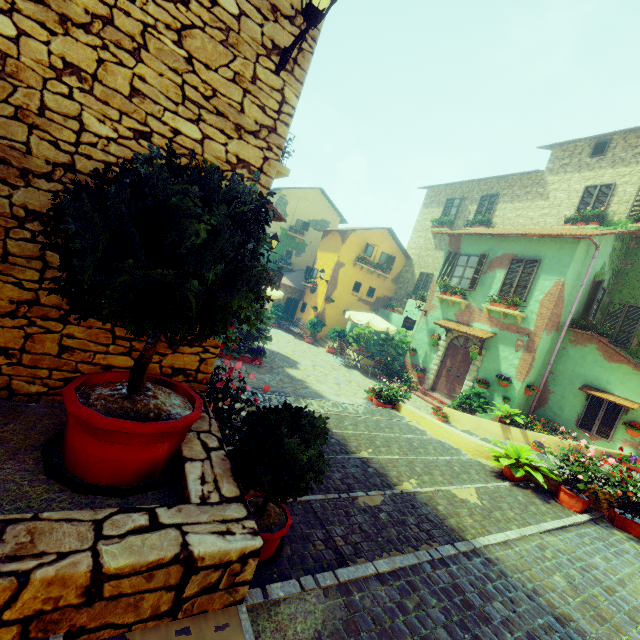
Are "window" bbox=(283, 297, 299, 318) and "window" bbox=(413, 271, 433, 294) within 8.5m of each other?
yes

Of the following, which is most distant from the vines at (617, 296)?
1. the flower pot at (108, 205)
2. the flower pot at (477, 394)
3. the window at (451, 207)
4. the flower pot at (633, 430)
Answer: the flower pot at (108, 205)

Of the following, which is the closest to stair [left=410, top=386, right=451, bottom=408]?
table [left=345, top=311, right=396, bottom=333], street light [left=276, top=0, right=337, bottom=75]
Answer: table [left=345, top=311, right=396, bottom=333]

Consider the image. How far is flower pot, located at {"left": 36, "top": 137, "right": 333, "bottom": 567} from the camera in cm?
205

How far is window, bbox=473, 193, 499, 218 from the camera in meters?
18.0 m

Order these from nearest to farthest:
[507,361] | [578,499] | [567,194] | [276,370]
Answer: [578,499]
[276,370]
[507,361]
[567,194]

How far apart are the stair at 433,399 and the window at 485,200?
10.5 meters

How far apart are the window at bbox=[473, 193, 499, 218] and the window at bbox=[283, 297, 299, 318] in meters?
12.1
